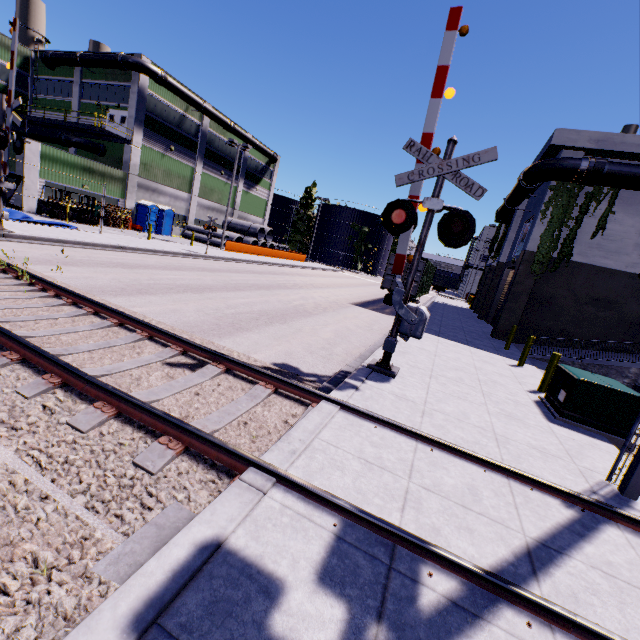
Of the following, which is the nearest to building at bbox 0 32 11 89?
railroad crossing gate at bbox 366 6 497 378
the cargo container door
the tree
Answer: the tree

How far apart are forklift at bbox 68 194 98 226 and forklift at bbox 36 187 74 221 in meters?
0.5 m

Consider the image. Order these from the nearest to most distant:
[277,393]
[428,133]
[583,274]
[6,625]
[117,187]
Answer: [6,625], [277,393], [428,133], [583,274], [117,187]

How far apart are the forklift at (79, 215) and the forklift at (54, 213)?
0.5m

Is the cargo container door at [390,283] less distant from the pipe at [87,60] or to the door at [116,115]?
the pipe at [87,60]

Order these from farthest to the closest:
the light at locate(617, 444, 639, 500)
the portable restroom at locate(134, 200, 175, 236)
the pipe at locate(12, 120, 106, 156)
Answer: the portable restroom at locate(134, 200, 175, 236), the pipe at locate(12, 120, 106, 156), the light at locate(617, 444, 639, 500)

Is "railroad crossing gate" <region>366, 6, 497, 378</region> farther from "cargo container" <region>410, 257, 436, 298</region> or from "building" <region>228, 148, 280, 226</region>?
"building" <region>228, 148, 280, 226</region>

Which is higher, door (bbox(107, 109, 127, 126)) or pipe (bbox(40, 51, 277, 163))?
pipe (bbox(40, 51, 277, 163))
